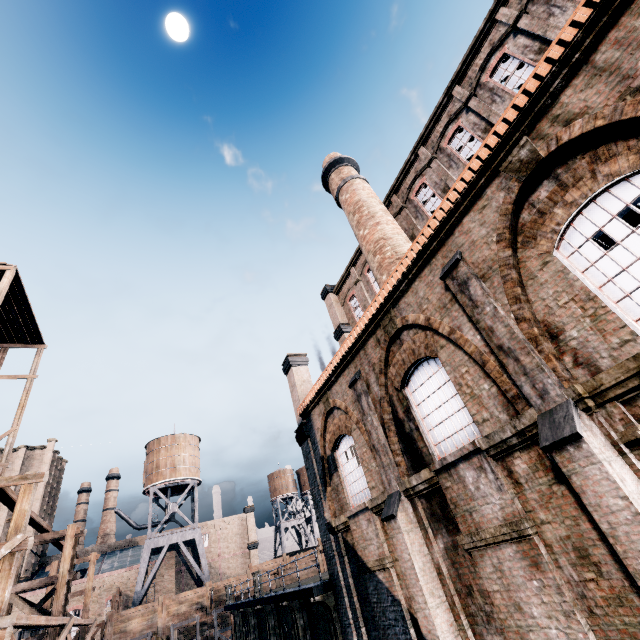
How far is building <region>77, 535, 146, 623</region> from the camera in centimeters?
4525cm

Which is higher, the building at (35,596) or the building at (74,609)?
the building at (35,596)

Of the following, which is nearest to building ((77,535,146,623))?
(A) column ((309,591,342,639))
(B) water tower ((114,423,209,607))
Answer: (B) water tower ((114,423,209,607))

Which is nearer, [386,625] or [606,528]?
[606,528]

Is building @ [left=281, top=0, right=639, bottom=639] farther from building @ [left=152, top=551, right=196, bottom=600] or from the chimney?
building @ [left=152, top=551, right=196, bottom=600]

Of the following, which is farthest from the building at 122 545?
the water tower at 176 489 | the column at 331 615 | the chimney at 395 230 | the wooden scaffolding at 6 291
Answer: the chimney at 395 230

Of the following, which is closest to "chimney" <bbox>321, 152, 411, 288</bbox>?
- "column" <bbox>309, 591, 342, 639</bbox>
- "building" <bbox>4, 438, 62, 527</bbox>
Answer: "column" <bbox>309, 591, 342, 639</bbox>
